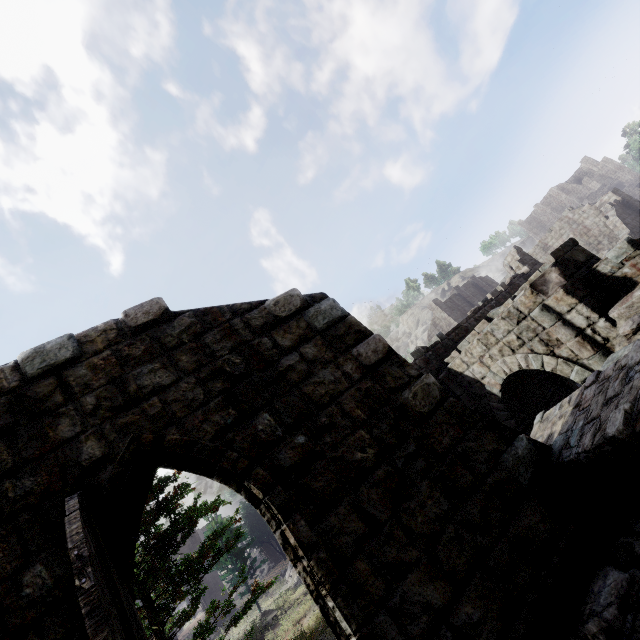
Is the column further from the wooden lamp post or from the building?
the wooden lamp post

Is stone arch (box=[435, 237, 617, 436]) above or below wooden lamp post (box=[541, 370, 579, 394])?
above

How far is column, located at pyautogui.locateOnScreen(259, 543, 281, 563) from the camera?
38.47m

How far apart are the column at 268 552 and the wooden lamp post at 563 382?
39.8m

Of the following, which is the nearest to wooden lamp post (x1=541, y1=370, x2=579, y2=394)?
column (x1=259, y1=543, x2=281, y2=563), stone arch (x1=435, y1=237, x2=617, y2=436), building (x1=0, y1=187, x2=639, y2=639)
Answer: stone arch (x1=435, y1=237, x2=617, y2=436)

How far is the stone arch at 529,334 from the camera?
7.3 meters

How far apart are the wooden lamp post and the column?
39.8m

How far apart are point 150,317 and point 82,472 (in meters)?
2.04
